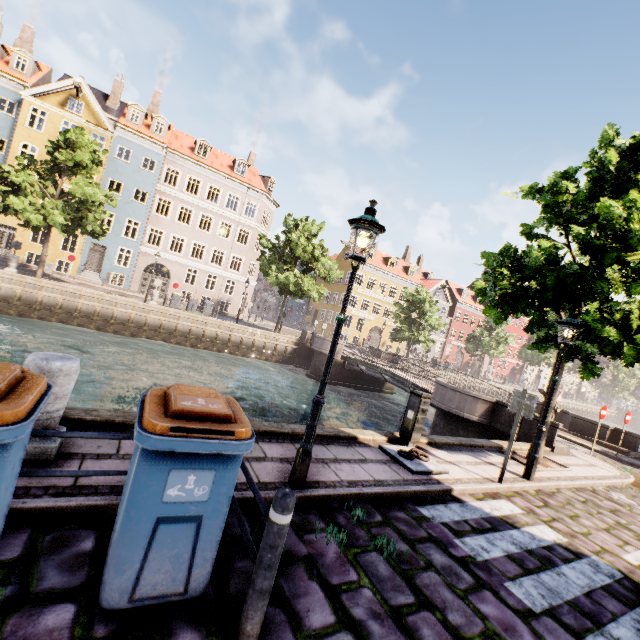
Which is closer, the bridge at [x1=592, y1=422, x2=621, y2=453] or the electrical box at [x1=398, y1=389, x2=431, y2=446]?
the electrical box at [x1=398, y1=389, x2=431, y2=446]

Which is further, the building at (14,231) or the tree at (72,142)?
the building at (14,231)

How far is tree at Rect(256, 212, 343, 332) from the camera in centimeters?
2556cm

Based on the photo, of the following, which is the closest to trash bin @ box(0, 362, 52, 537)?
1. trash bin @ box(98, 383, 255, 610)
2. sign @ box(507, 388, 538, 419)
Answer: trash bin @ box(98, 383, 255, 610)

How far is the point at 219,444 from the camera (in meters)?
2.29

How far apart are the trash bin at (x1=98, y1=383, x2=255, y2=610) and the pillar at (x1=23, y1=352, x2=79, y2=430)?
1.34m

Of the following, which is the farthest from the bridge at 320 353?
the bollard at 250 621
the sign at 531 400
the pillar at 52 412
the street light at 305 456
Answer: the pillar at 52 412

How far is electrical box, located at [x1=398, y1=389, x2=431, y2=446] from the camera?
6.95m
